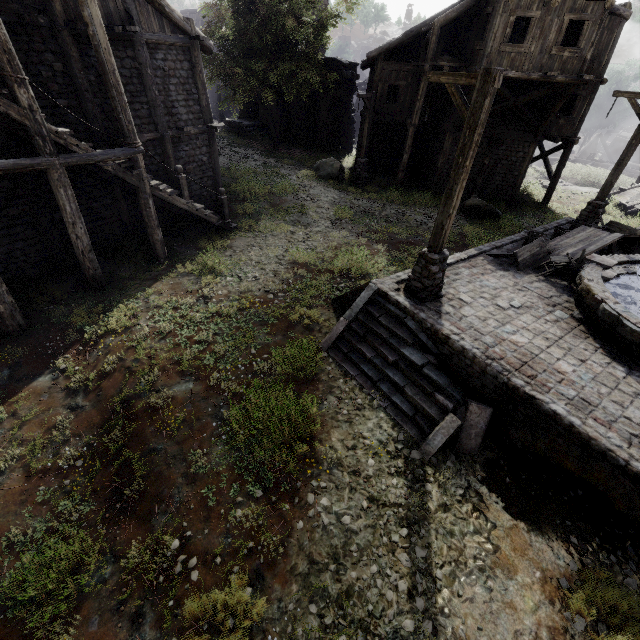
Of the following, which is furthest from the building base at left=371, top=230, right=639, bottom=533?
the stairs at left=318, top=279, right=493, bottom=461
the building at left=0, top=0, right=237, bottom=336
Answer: the building at left=0, top=0, right=237, bottom=336

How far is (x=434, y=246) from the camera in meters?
7.7 m

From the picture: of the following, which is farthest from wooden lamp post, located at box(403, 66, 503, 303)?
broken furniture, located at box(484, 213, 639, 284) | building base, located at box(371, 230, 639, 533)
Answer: broken furniture, located at box(484, 213, 639, 284)

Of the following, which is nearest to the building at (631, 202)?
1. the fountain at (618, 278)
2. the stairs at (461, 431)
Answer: the stairs at (461, 431)

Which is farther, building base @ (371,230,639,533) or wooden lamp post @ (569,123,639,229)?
wooden lamp post @ (569,123,639,229)

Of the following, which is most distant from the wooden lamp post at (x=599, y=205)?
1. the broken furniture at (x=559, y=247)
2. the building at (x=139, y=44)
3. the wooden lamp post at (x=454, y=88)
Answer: the wooden lamp post at (x=454, y=88)

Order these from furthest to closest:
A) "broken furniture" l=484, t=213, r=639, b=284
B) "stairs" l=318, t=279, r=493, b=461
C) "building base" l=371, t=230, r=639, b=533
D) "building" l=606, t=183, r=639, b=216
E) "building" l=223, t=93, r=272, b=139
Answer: "building" l=223, t=93, r=272, b=139 → "building" l=606, t=183, r=639, b=216 → "broken furniture" l=484, t=213, r=639, b=284 → "stairs" l=318, t=279, r=493, b=461 → "building base" l=371, t=230, r=639, b=533

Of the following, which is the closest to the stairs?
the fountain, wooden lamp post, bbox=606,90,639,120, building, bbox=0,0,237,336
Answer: the fountain
